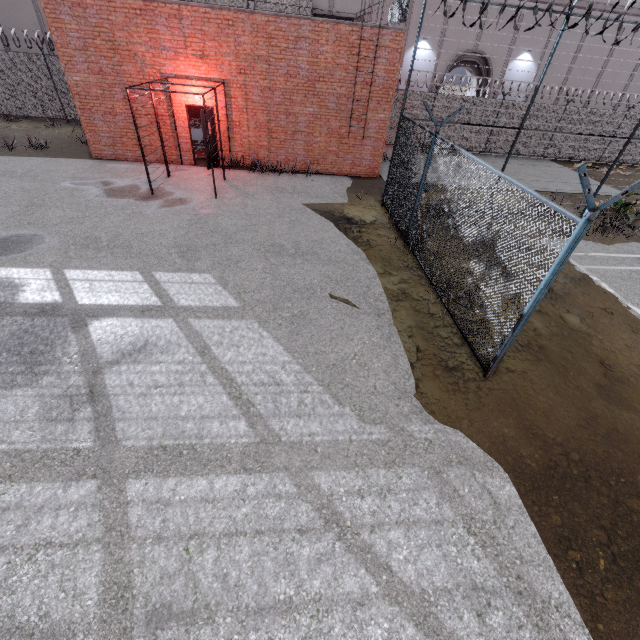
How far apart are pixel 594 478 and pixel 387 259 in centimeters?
597cm

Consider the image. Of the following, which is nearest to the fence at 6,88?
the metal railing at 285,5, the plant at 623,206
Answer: the plant at 623,206

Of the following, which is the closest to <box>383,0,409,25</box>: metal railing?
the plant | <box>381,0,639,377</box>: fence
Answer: <box>381,0,639,377</box>: fence

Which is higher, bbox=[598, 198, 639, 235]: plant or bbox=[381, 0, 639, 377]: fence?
bbox=[381, 0, 639, 377]: fence

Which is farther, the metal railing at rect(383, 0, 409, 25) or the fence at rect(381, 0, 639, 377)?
the metal railing at rect(383, 0, 409, 25)

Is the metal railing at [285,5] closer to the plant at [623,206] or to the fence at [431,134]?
the fence at [431,134]

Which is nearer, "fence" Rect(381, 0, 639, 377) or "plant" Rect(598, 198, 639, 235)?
"fence" Rect(381, 0, 639, 377)
